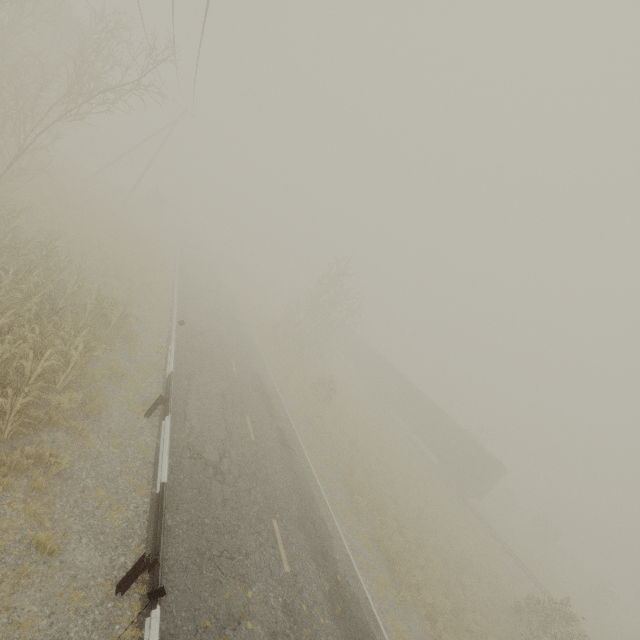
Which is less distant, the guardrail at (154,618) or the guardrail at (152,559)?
the guardrail at (154,618)

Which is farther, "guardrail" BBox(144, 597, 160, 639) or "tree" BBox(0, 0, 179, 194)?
"tree" BBox(0, 0, 179, 194)

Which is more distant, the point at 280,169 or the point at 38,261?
the point at 280,169

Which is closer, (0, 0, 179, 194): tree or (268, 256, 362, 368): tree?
(0, 0, 179, 194): tree

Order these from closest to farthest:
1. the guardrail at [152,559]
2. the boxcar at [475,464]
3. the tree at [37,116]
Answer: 1. the guardrail at [152,559]
2. the tree at [37,116]
3. the boxcar at [475,464]

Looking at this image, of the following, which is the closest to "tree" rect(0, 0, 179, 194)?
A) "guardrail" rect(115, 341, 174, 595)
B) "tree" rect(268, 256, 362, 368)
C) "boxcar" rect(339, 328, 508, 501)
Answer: "guardrail" rect(115, 341, 174, 595)

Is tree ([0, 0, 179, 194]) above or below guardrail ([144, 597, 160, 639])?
above
